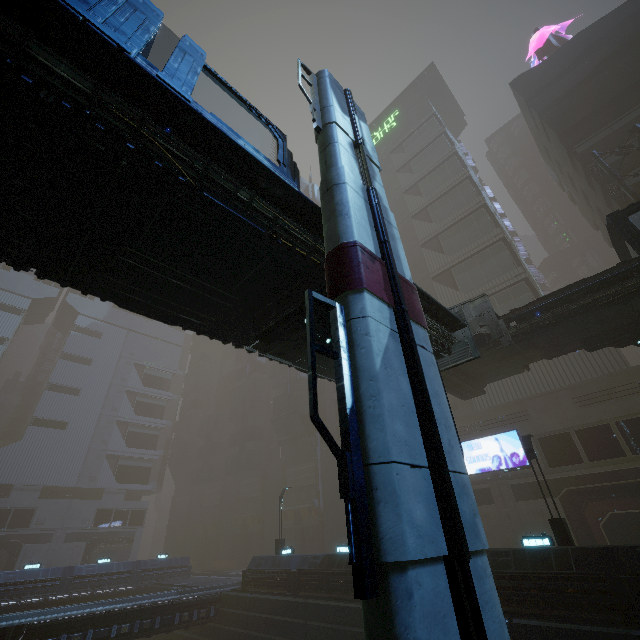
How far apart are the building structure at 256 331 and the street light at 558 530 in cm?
1526

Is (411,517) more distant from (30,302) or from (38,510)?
(30,302)

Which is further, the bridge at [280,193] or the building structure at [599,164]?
the building structure at [599,164]

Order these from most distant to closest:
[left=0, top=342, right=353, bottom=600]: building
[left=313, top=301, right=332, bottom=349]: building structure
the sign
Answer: [left=0, top=342, right=353, bottom=600]: building → the sign → [left=313, top=301, right=332, bottom=349]: building structure

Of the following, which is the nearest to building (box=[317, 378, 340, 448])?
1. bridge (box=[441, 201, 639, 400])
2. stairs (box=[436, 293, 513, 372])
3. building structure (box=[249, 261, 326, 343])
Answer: bridge (box=[441, 201, 639, 400])

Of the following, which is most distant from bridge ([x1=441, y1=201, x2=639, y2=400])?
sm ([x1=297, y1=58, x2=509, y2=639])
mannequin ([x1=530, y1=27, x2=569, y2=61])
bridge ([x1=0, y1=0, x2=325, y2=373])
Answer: mannequin ([x1=530, y1=27, x2=569, y2=61])

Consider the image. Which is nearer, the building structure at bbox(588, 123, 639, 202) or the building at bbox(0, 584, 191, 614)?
the building structure at bbox(588, 123, 639, 202)

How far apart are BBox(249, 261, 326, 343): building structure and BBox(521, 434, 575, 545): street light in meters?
15.3
